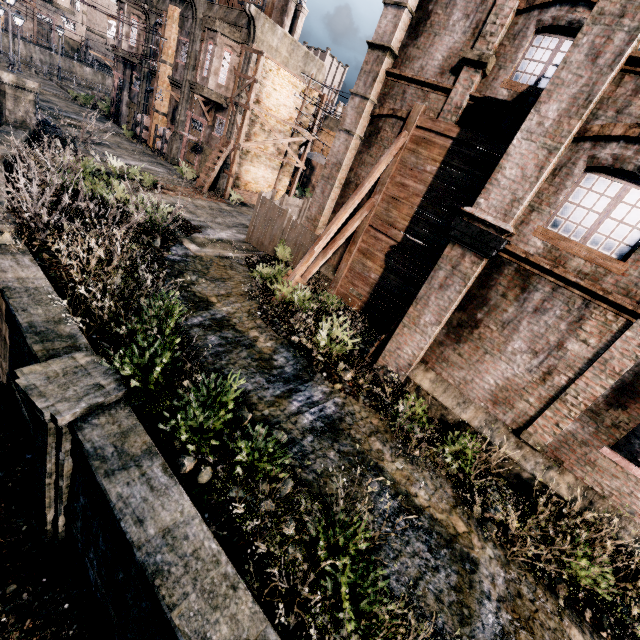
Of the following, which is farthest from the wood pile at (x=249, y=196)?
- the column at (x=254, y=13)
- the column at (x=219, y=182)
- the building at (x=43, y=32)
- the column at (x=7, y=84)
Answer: the building at (x=43, y=32)

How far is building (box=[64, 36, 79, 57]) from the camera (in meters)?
58.51

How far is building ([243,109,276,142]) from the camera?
25.05m

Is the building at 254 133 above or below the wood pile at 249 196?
above

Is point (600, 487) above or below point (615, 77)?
below

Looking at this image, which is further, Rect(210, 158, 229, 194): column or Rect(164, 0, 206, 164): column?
Rect(210, 158, 229, 194): column

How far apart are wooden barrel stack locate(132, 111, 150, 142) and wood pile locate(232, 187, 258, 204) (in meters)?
12.99

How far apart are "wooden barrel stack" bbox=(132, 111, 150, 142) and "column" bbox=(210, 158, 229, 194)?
11.1 meters
